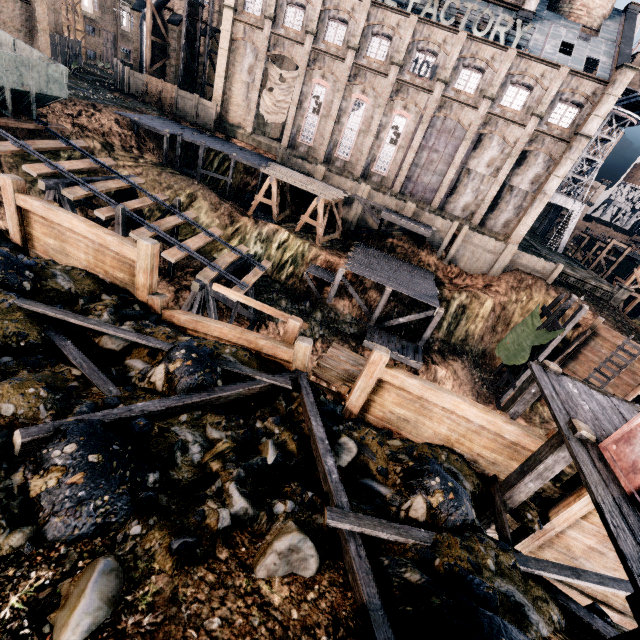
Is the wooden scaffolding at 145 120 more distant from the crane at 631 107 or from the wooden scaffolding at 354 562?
the wooden scaffolding at 354 562

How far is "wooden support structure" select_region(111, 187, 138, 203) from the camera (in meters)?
19.86

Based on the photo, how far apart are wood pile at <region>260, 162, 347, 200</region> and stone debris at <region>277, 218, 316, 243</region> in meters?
3.5 m

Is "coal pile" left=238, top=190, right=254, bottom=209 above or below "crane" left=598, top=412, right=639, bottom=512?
below

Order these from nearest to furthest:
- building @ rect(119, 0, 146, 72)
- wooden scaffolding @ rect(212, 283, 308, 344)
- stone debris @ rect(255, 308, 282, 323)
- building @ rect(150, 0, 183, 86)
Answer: wooden scaffolding @ rect(212, 283, 308, 344) → stone debris @ rect(255, 308, 282, 323) → building @ rect(150, 0, 183, 86) → building @ rect(119, 0, 146, 72)

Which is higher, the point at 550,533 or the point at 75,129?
the point at 75,129

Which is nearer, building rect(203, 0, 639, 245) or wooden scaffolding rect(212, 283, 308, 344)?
wooden scaffolding rect(212, 283, 308, 344)

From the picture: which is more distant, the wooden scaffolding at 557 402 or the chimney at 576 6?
the chimney at 576 6
